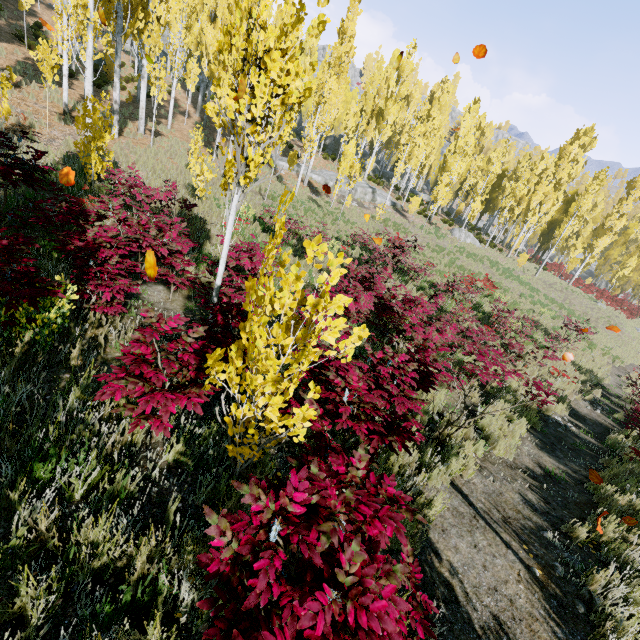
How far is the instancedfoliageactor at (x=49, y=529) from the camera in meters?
1.8

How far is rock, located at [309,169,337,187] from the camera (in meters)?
27.94

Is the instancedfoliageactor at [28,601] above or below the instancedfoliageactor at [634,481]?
above

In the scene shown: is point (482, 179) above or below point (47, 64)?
above

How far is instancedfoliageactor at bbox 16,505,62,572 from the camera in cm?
182

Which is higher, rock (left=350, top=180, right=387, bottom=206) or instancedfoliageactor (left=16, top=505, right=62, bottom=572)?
rock (left=350, top=180, right=387, bottom=206)
